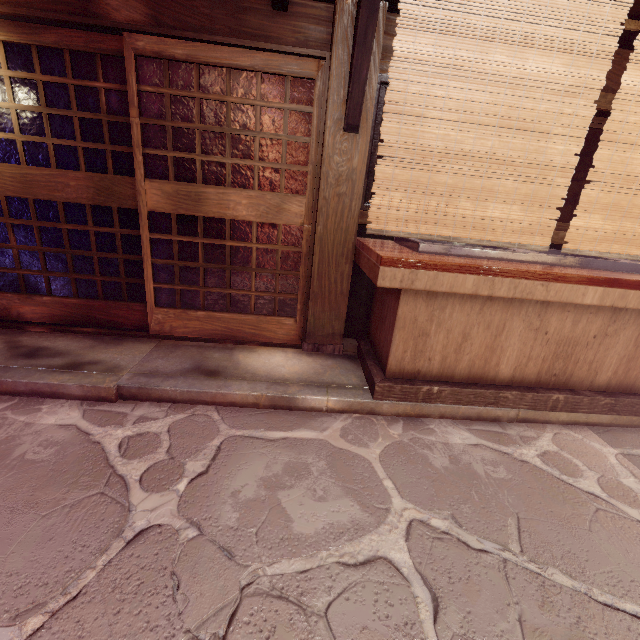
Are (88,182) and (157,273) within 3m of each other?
yes

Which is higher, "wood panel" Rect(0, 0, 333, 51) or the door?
"wood panel" Rect(0, 0, 333, 51)

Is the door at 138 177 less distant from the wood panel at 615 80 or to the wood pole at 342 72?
the wood pole at 342 72

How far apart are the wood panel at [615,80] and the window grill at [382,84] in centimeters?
38cm

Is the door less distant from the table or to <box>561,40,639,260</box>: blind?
the table

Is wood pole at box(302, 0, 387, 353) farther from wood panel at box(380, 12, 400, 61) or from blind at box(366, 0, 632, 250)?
blind at box(366, 0, 632, 250)

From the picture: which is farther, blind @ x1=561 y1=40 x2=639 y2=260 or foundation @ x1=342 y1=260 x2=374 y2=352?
foundation @ x1=342 y1=260 x2=374 y2=352

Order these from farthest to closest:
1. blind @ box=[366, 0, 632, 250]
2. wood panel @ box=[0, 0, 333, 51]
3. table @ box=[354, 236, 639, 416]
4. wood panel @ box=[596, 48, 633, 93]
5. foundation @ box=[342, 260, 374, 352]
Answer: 1. foundation @ box=[342, 260, 374, 352]
2. wood panel @ box=[596, 48, 633, 93]
3. wood panel @ box=[0, 0, 333, 51]
4. table @ box=[354, 236, 639, 416]
5. blind @ box=[366, 0, 632, 250]
